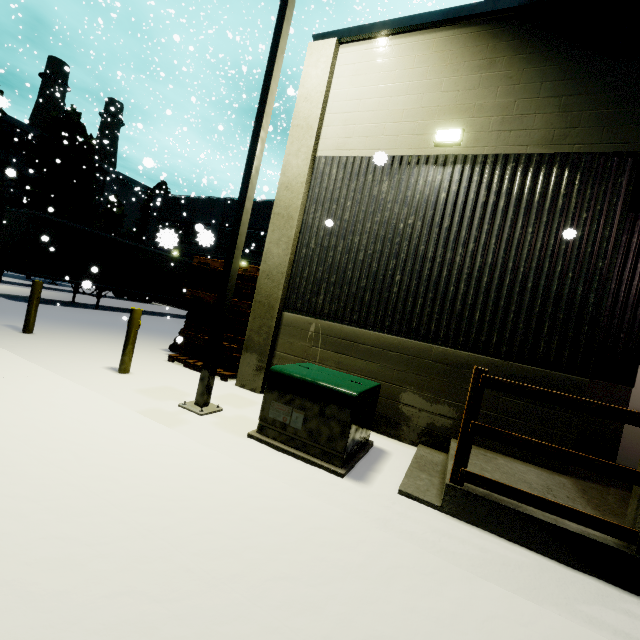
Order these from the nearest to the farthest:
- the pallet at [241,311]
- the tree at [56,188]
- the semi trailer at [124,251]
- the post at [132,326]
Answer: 1. the post at [132,326]
2. the pallet at [241,311]
3. the semi trailer at [124,251]
4. the tree at [56,188]

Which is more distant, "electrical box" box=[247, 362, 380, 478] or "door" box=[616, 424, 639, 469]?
"door" box=[616, 424, 639, 469]

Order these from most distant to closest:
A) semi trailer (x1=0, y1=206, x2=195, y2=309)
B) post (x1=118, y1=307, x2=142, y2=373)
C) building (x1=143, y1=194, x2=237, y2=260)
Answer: semi trailer (x1=0, y1=206, x2=195, y2=309)
post (x1=118, y1=307, x2=142, y2=373)
building (x1=143, y1=194, x2=237, y2=260)

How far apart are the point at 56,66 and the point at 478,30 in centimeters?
5981cm

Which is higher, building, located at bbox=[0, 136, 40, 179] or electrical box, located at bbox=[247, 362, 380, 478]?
building, located at bbox=[0, 136, 40, 179]

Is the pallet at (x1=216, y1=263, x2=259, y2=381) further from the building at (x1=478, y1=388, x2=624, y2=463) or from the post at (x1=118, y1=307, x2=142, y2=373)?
the post at (x1=118, y1=307, x2=142, y2=373)

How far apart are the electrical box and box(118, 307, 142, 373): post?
3.3 meters

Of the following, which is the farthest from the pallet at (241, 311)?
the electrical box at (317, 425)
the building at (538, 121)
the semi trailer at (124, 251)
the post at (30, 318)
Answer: the semi trailer at (124, 251)
